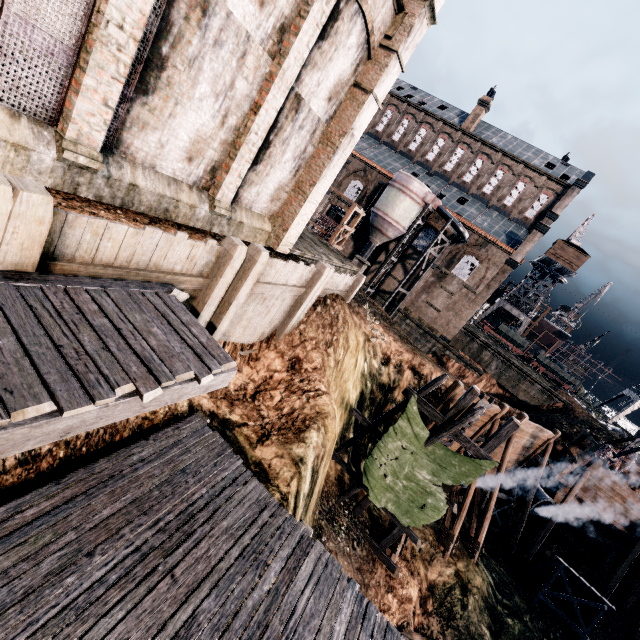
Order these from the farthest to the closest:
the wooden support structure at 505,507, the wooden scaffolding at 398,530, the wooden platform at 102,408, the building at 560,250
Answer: the building at 560,250 → the wooden support structure at 505,507 → the wooden scaffolding at 398,530 → the wooden platform at 102,408

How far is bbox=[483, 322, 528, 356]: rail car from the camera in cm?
4809

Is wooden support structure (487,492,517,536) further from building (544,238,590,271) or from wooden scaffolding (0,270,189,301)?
building (544,238,590,271)

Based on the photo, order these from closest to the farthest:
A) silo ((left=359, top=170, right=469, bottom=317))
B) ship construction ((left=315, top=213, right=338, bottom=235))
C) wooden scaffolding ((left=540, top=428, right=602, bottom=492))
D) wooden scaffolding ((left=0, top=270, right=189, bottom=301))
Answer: wooden scaffolding ((left=0, top=270, right=189, bottom=301)) → wooden scaffolding ((left=540, top=428, right=602, bottom=492)) → silo ((left=359, top=170, right=469, bottom=317)) → ship construction ((left=315, top=213, right=338, bottom=235))

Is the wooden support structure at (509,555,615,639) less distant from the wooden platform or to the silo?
the silo

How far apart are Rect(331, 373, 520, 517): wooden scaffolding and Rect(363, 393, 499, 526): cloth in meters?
0.0 m

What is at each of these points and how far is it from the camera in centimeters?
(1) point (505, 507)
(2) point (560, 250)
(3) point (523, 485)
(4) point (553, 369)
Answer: (1) wooden support structure, 2291cm
(2) building, 5012cm
(3) pipe, 2420cm
(4) rail car, 4653cm

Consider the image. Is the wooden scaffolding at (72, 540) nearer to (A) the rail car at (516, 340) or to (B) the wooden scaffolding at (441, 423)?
(B) the wooden scaffolding at (441, 423)
